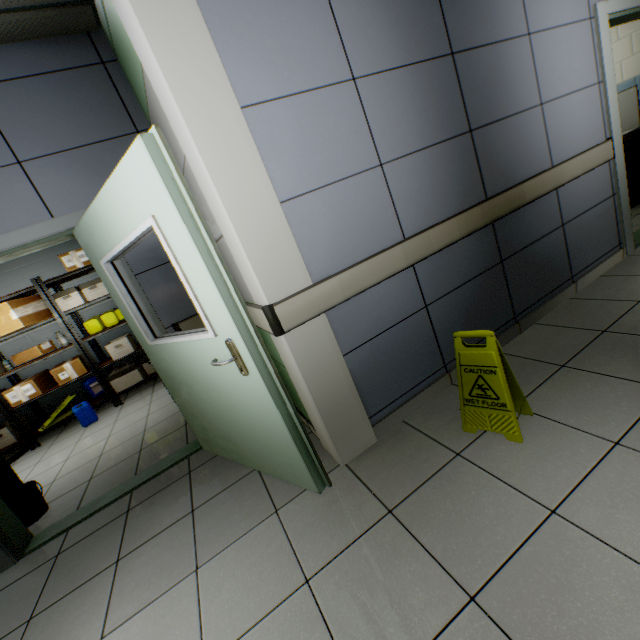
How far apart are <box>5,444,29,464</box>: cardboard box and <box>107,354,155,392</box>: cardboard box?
1.5m

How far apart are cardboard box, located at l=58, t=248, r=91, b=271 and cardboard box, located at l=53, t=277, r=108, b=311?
0.2m

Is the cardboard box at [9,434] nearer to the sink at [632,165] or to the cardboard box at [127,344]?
the cardboard box at [127,344]

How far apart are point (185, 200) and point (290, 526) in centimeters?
178cm

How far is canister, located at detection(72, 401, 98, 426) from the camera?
4.8 meters

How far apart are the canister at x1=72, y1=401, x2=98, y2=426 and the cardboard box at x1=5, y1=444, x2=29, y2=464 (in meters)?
0.98

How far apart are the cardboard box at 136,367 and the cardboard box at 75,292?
1.19m

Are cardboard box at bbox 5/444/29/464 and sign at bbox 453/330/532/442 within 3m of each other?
no
